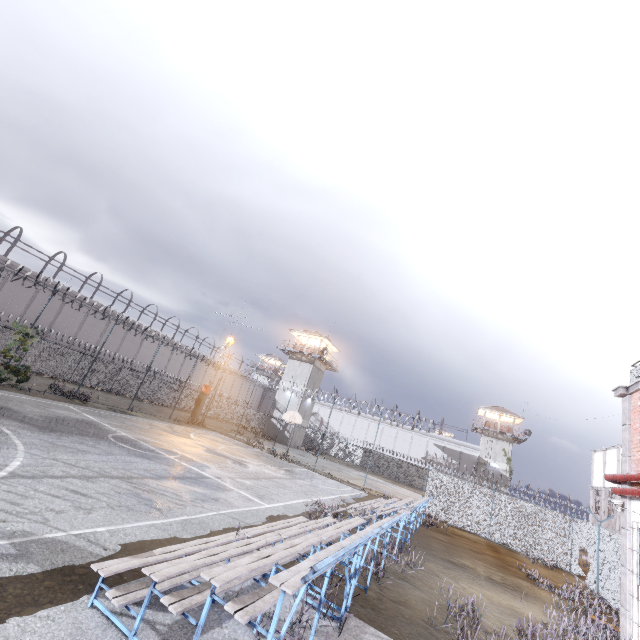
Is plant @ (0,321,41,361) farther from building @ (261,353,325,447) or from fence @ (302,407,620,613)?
building @ (261,353,325,447)

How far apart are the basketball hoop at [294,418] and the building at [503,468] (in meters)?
35.42

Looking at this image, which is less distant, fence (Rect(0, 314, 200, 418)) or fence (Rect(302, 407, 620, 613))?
fence (Rect(302, 407, 620, 613))

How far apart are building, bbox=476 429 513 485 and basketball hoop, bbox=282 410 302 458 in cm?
3542

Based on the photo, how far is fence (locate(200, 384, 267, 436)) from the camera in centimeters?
3052cm

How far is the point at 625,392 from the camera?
10.7 meters

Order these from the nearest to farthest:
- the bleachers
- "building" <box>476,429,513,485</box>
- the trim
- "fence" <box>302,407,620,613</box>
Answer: the bleachers
the trim
"fence" <box>302,407,620,613</box>
"building" <box>476,429,513,485</box>

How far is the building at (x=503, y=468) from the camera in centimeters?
4619cm
